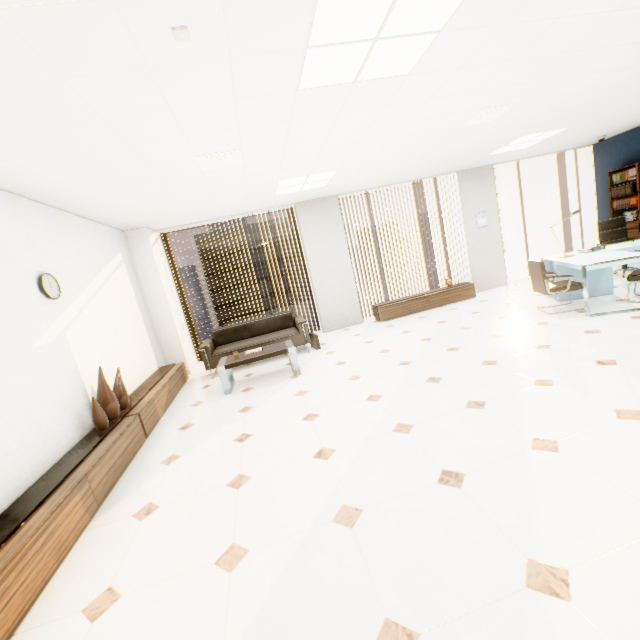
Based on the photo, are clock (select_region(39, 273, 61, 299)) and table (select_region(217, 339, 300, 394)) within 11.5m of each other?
yes

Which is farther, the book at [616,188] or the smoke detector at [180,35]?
the book at [616,188]

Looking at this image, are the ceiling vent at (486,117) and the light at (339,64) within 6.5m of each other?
yes

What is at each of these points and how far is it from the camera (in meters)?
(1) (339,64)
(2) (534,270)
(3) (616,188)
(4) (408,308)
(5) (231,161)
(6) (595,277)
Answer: (1) light, 2.39
(2) chair, 5.27
(3) book, 7.64
(4) cupboard, 7.36
(5) ceiling vent, 3.80
(6) desk, 5.50

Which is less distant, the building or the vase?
the vase

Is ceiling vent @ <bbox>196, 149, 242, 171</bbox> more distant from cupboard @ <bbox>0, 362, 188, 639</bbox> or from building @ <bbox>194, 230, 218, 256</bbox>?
building @ <bbox>194, 230, 218, 256</bbox>

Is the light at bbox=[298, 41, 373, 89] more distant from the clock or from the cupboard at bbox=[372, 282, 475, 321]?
the cupboard at bbox=[372, 282, 475, 321]

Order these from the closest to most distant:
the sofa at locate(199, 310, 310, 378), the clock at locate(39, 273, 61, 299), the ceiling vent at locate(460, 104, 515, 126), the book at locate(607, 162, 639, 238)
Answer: the clock at locate(39, 273, 61, 299)
the ceiling vent at locate(460, 104, 515, 126)
the sofa at locate(199, 310, 310, 378)
the book at locate(607, 162, 639, 238)
